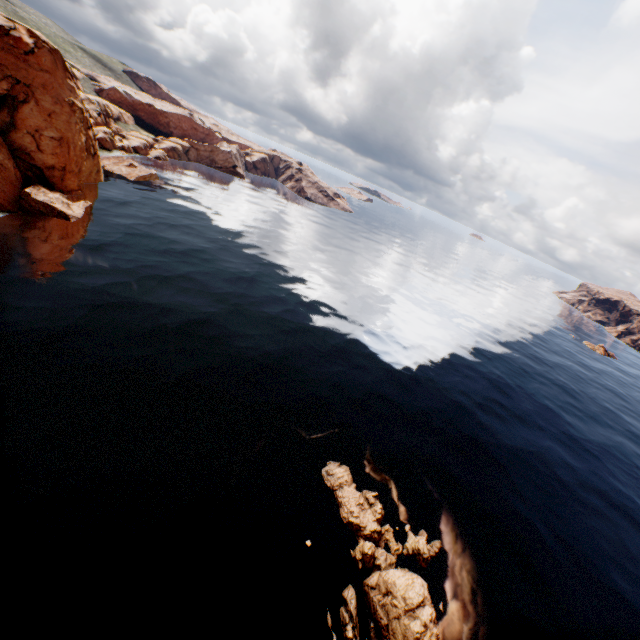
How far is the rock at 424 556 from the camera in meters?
Answer: 21.5 m

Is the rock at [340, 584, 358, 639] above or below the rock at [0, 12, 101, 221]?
below

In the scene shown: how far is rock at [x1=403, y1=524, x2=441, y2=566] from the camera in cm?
2155

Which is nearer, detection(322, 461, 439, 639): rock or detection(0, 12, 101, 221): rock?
detection(322, 461, 439, 639): rock

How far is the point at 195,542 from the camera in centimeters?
1794cm

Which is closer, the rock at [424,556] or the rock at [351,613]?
the rock at [351,613]

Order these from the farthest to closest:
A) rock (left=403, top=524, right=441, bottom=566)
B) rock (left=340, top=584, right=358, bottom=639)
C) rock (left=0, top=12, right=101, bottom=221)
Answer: rock (left=0, top=12, right=101, bottom=221)
rock (left=403, top=524, right=441, bottom=566)
rock (left=340, top=584, right=358, bottom=639)
